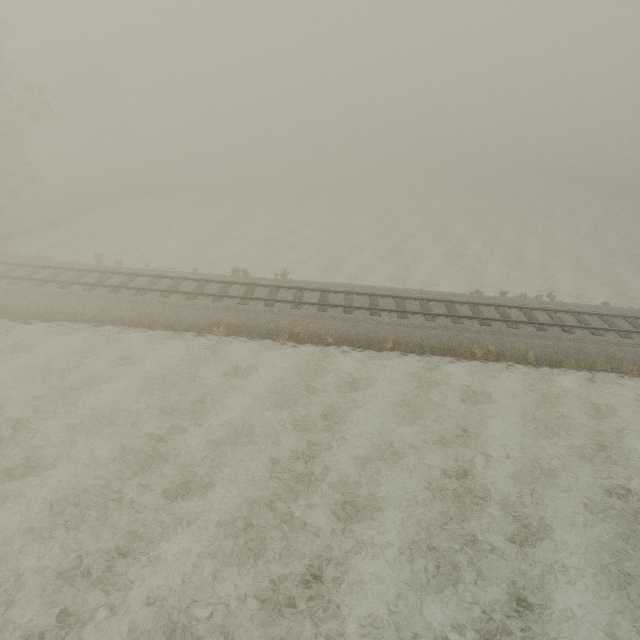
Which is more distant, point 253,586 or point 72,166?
point 72,166
